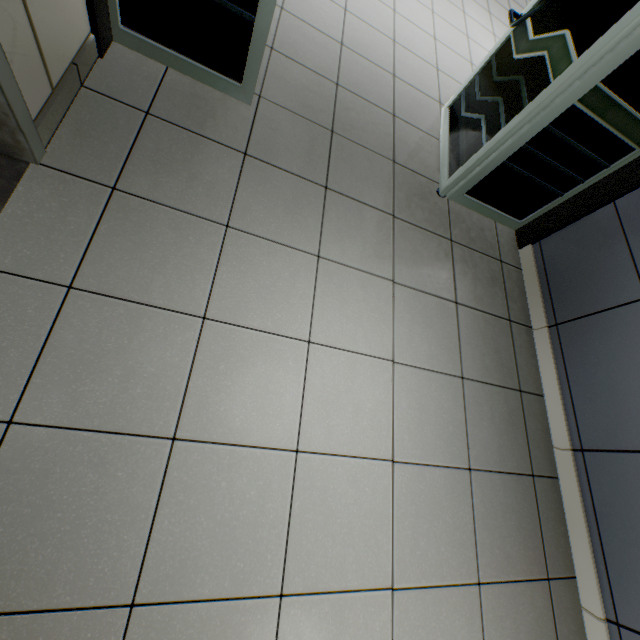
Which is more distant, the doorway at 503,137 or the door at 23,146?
the doorway at 503,137

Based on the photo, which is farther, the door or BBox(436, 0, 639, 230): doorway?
BBox(436, 0, 639, 230): doorway

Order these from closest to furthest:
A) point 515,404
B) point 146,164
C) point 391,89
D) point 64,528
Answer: point 64,528
point 146,164
point 515,404
point 391,89
